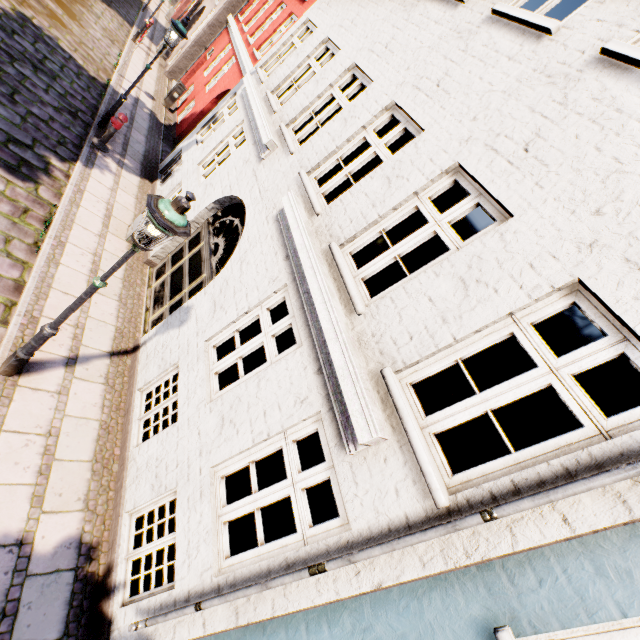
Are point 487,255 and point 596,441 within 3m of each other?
yes

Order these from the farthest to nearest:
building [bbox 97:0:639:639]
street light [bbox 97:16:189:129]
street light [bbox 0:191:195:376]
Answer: street light [bbox 97:16:189:129] < street light [bbox 0:191:195:376] < building [bbox 97:0:639:639]

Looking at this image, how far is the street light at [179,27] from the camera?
8.3 meters

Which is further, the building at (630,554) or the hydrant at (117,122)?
the hydrant at (117,122)

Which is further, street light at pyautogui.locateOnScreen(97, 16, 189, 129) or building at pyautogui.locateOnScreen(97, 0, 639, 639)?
street light at pyautogui.locateOnScreen(97, 16, 189, 129)

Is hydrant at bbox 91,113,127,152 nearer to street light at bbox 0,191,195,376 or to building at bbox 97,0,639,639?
building at bbox 97,0,639,639

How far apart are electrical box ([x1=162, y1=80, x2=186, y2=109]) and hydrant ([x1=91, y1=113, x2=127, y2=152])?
6.8m

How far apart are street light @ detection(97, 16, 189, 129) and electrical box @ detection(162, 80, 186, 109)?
→ 6.0 meters
